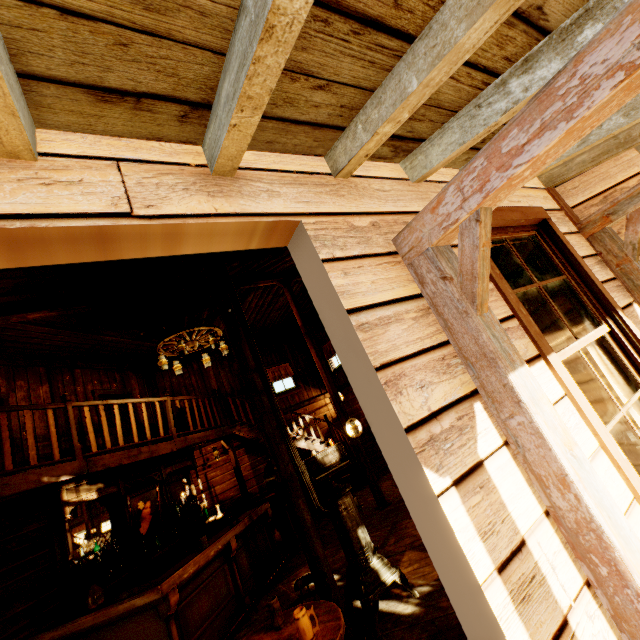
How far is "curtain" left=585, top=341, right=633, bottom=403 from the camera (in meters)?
2.46

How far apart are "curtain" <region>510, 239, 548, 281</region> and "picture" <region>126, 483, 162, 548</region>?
7.1 meters

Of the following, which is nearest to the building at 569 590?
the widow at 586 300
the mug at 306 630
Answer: the widow at 586 300

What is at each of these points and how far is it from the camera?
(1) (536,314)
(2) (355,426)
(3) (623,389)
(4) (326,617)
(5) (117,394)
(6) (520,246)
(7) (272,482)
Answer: (1) building, 3.82m
(2) lamp, 7.27m
(3) curtain, 2.56m
(4) table, 2.40m
(5) door, 9.18m
(6) curtain, 2.92m
(7) lamp, 3.88m

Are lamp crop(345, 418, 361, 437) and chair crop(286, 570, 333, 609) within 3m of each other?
no

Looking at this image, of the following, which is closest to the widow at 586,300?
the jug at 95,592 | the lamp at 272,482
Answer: the lamp at 272,482

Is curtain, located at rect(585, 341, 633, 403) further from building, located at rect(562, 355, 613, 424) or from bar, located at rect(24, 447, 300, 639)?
bar, located at rect(24, 447, 300, 639)

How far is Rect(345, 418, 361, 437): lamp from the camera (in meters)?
7.26
